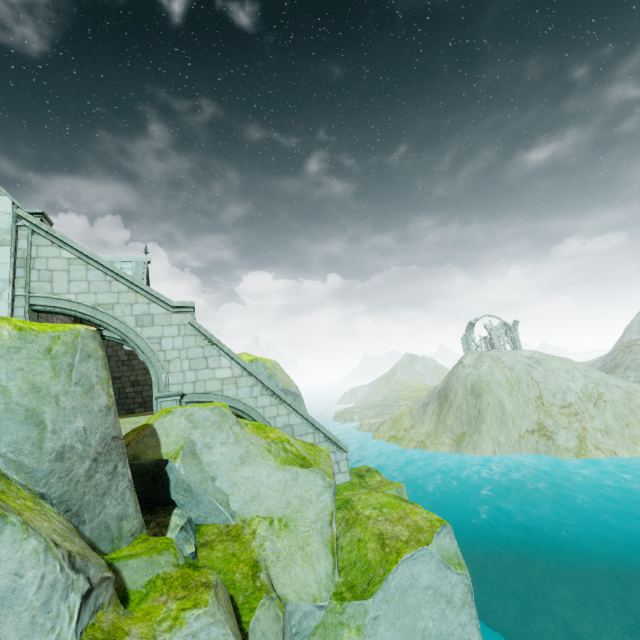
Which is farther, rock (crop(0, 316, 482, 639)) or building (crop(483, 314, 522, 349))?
building (crop(483, 314, 522, 349))

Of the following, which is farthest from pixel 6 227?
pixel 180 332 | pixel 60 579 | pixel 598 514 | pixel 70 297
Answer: pixel 598 514

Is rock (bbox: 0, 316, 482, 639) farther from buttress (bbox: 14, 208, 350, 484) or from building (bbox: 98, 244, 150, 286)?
building (bbox: 98, 244, 150, 286)

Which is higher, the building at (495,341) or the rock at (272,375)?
the building at (495,341)

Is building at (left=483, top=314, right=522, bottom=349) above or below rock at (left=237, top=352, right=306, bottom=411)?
above

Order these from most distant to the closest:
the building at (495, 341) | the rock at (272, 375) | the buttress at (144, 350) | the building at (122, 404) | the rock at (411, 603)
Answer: the building at (495, 341) → the building at (122, 404) → the rock at (272, 375) → the buttress at (144, 350) → the rock at (411, 603)

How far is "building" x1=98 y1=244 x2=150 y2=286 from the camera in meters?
20.5 m

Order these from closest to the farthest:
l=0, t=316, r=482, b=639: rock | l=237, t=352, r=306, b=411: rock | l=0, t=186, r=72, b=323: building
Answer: l=0, t=316, r=482, b=639: rock < l=0, t=186, r=72, b=323: building < l=237, t=352, r=306, b=411: rock
